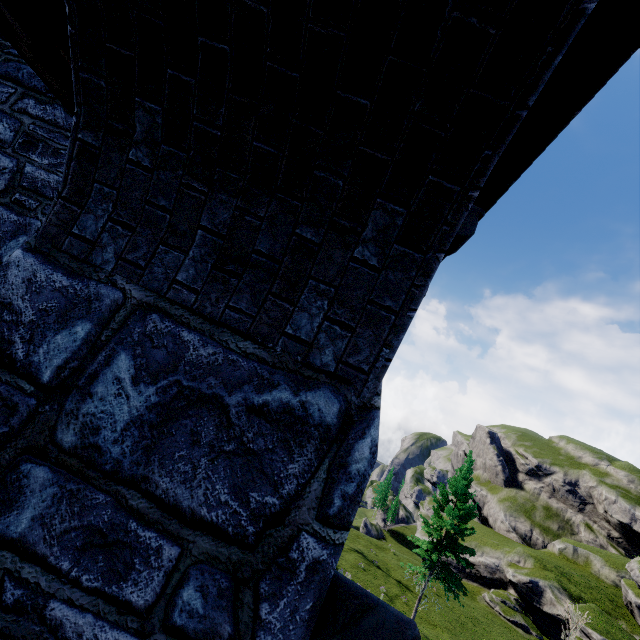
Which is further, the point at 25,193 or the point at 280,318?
the point at 25,193
